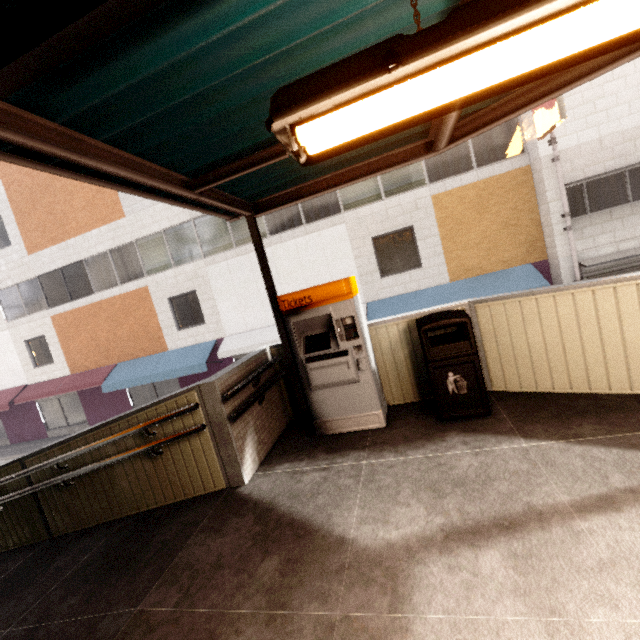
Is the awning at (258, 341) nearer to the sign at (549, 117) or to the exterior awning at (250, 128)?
the sign at (549, 117)

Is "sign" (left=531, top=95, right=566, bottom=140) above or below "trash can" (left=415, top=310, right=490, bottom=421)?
above

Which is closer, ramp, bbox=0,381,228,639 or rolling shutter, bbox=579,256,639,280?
ramp, bbox=0,381,228,639

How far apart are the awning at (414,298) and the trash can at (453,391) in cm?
644

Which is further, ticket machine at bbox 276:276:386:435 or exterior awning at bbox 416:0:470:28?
ticket machine at bbox 276:276:386:435

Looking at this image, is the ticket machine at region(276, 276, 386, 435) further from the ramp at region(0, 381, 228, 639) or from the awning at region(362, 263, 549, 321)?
the awning at region(362, 263, 549, 321)

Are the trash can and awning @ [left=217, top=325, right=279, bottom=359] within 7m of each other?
yes

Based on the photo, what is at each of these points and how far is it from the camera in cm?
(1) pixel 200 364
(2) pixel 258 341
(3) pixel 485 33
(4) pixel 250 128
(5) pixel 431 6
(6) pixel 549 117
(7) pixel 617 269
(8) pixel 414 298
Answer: (1) awning, 1262
(2) awning, 1234
(3) fluorescent light, 83
(4) exterior awning, 254
(5) exterior awning, 173
(6) sign, 834
(7) rolling shutter, 924
(8) awning, 1105
